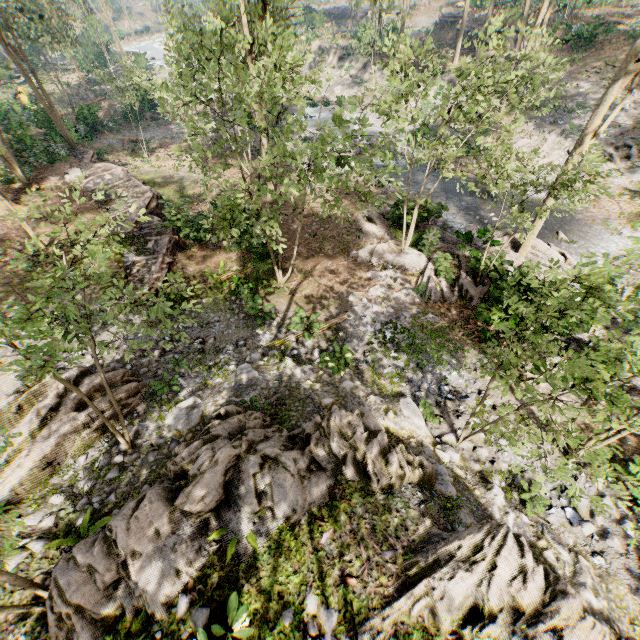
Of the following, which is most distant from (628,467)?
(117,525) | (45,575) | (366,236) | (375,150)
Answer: (375,150)

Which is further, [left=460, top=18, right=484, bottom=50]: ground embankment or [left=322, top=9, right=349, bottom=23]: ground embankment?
[left=322, top=9, right=349, bottom=23]: ground embankment

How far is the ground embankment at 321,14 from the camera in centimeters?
4539cm

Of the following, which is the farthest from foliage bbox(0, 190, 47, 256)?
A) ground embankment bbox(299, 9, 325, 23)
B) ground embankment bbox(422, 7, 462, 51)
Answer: ground embankment bbox(422, 7, 462, 51)

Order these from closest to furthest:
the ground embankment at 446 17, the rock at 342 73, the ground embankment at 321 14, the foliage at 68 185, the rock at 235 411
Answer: the rock at 235 411
the foliage at 68 185
the rock at 342 73
the ground embankment at 446 17
the ground embankment at 321 14

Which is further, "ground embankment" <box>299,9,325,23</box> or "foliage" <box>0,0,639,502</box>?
"ground embankment" <box>299,9,325,23</box>

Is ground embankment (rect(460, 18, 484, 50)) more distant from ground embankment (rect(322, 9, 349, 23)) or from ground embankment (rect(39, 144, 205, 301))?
ground embankment (rect(39, 144, 205, 301))

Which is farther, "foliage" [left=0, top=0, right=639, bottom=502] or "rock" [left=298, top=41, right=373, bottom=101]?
"rock" [left=298, top=41, right=373, bottom=101]
